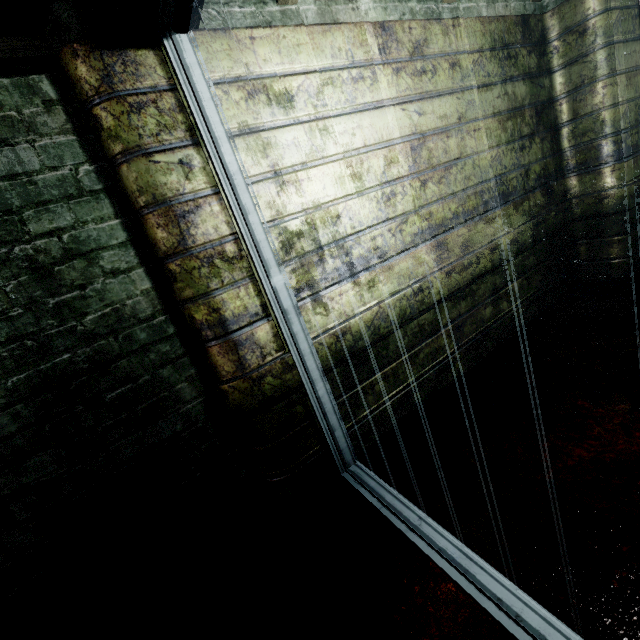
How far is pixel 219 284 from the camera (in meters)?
1.30
